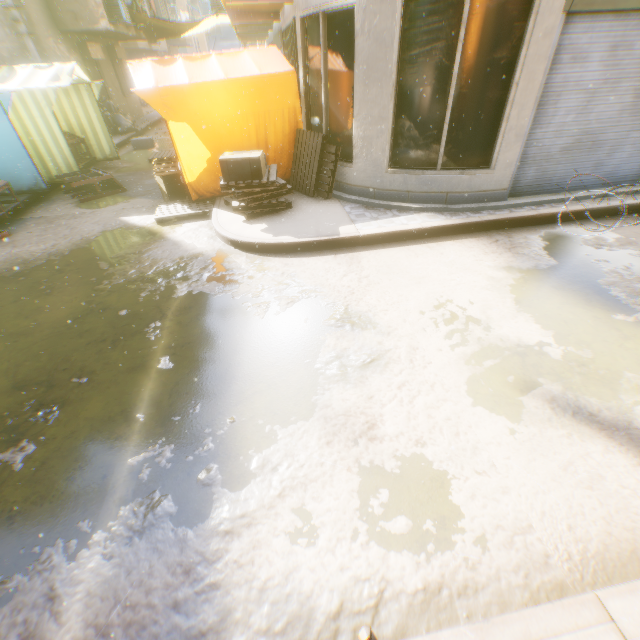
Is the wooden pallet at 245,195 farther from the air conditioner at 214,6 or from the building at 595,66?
the air conditioner at 214,6

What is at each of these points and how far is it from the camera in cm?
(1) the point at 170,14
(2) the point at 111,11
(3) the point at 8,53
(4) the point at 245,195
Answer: (1) building, 3288
(2) air conditioner, 1352
(3) building, 1172
(4) wooden pallet, 593

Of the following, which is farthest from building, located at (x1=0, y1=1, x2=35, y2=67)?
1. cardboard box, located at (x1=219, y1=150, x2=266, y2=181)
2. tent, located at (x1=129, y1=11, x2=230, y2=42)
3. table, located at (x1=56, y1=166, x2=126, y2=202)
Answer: table, located at (x1=56, y1=166, x2=126, y2=202)

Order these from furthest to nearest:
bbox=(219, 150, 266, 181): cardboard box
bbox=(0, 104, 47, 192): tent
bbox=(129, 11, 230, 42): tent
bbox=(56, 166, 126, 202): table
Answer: bbox=(129, 11, 230, 42): tent
bbox=(56, 166, 126, 202): table
bbox=(0, 104, 47, 192): tent
bbox=(219, 150, 266, 181): cardboard box

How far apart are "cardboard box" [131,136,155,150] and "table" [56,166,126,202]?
4.0m

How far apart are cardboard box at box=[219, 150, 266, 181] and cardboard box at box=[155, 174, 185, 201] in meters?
0.6

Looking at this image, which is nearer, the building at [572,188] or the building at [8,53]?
the building at [572,188]

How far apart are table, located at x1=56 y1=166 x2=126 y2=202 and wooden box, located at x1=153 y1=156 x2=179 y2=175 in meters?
1.8
